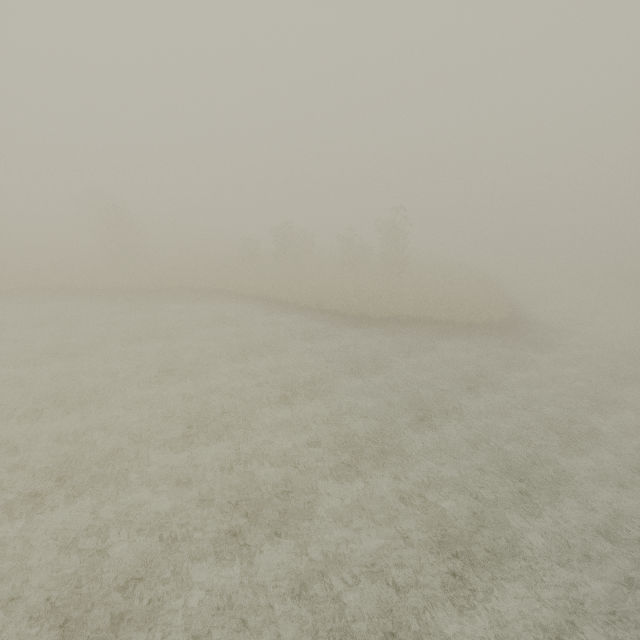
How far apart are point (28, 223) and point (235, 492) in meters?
57.4
